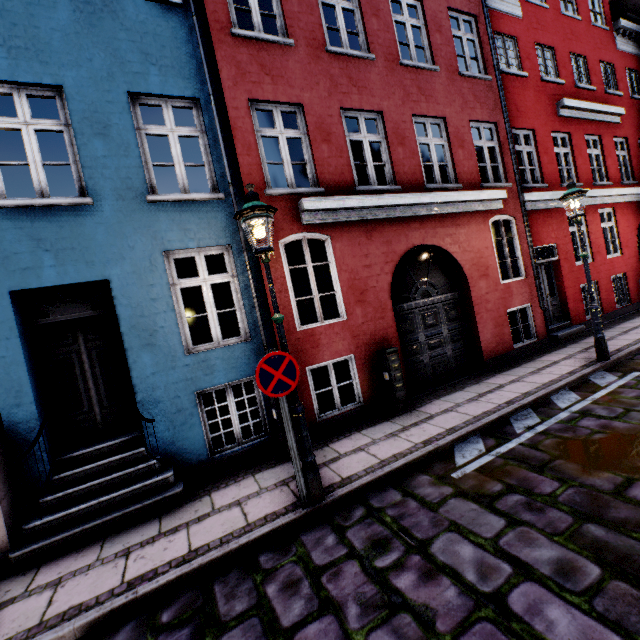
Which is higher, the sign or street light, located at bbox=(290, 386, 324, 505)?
the sign

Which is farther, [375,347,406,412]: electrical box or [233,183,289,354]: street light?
[375,347,406,412]: electrical box

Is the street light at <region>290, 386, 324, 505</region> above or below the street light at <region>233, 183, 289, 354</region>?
below

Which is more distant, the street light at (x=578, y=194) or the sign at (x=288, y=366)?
the street light at (x=578, y=194)

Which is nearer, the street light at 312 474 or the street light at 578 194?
the street light at 312 474

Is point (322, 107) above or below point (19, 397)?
above

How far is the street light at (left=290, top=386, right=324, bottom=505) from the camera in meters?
3.9
